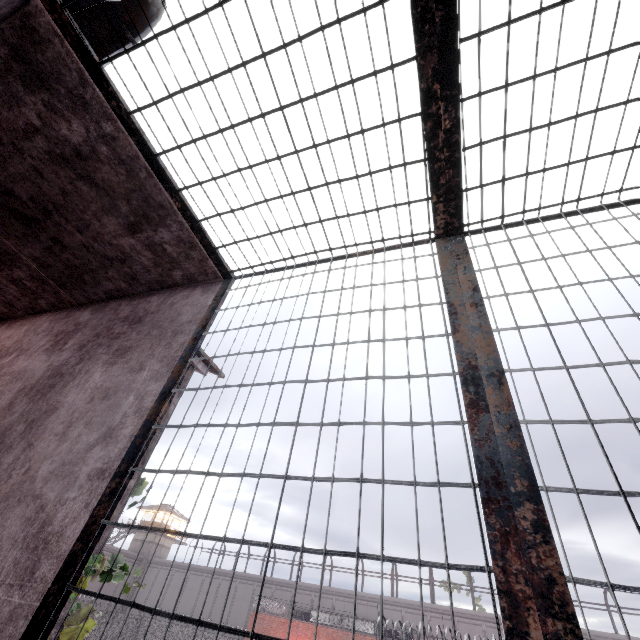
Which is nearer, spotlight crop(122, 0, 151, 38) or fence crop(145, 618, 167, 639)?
spotlight crop(122, 0, 151, 38)

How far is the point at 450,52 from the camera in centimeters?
166cm

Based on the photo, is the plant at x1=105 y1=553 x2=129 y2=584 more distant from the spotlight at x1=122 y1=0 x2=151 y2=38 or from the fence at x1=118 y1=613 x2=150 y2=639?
the spotlight at x1=122 y1=0 x2=151 y2=38

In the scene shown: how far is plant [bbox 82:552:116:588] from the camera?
5.1 meters

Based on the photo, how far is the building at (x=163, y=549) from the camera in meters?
46.4 m

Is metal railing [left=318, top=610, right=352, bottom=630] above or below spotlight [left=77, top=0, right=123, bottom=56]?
below

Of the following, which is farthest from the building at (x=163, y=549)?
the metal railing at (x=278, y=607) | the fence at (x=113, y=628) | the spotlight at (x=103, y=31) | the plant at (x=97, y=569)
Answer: the spotlight at (x=103, y=31)

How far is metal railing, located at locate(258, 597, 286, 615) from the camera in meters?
26.1 m
